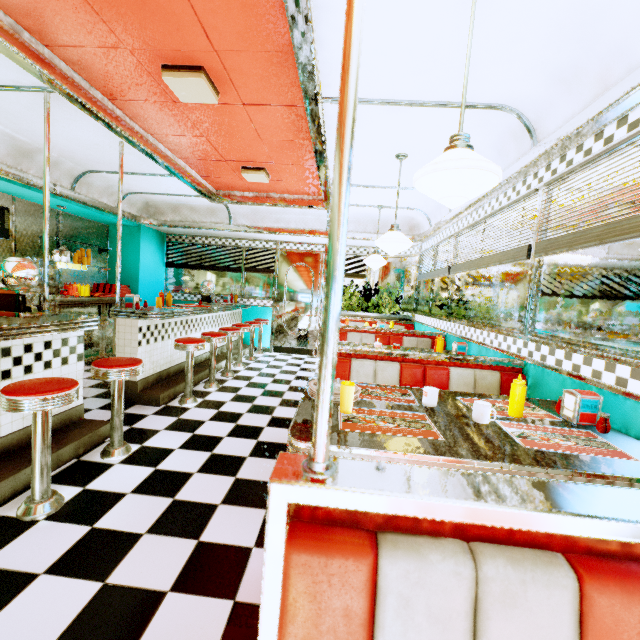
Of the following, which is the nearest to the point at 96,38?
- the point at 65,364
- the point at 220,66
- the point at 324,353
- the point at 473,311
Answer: the point at 220,66

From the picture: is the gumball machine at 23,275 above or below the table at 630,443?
above

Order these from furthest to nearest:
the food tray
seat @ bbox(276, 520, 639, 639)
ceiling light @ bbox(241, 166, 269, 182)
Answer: the food tray < ceiling light @ bbox(241, 166, 269, 182) < seat @ bbox(276, 520, 639, 639)

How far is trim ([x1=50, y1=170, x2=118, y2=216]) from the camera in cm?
465

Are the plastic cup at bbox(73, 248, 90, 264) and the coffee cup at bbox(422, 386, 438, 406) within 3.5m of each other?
no

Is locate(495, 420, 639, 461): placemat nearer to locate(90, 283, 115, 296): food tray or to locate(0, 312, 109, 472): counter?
locate(0, 312, 109, 472): counter

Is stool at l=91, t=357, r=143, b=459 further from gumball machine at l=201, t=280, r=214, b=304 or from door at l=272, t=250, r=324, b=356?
door at l=272, t=250, r=324, b=356

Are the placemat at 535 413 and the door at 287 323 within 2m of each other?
no
